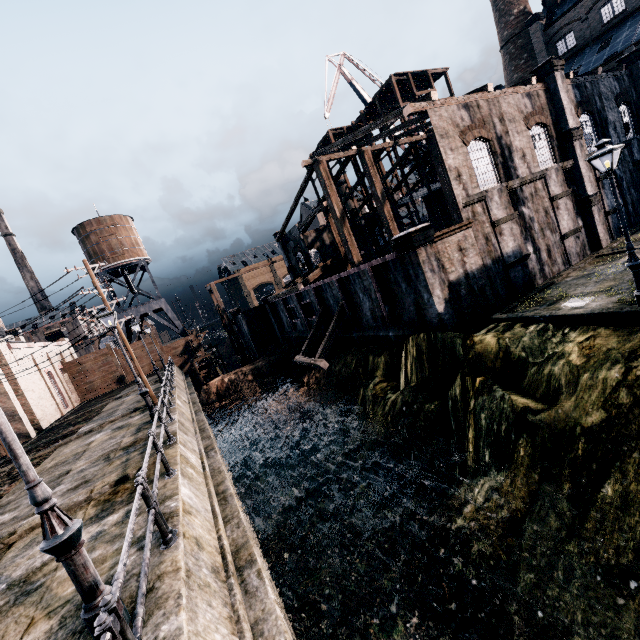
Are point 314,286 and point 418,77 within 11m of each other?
no

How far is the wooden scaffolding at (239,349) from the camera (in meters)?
42.94

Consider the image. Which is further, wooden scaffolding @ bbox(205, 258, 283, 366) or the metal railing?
wooden scaffolding @ bbox(205, 258, 283, 366)

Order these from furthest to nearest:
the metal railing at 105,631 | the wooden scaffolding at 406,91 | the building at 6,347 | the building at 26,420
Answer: the wooden scaffolding at 406,91
the building at 6,347
the building at 26,420
the metal railing at 105,631

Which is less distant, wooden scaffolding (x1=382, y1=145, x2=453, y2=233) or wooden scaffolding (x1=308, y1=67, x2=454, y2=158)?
wooden scaffolding (x1=308, y1=67, x2=454, y2=158)

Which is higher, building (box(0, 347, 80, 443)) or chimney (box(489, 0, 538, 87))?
chimney (box(489, 0, 538, 87))

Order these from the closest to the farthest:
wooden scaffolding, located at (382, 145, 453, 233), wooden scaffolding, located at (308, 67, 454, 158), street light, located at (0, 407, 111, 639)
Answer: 1. street light, located at (0, 407, 111, 639)
2. wooden scaffolding, located at (308, 67, 454, 158)
3. wooden scaffolding, located at (382, 145, 453, 233)

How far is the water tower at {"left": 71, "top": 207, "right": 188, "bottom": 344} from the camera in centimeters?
4419cm
